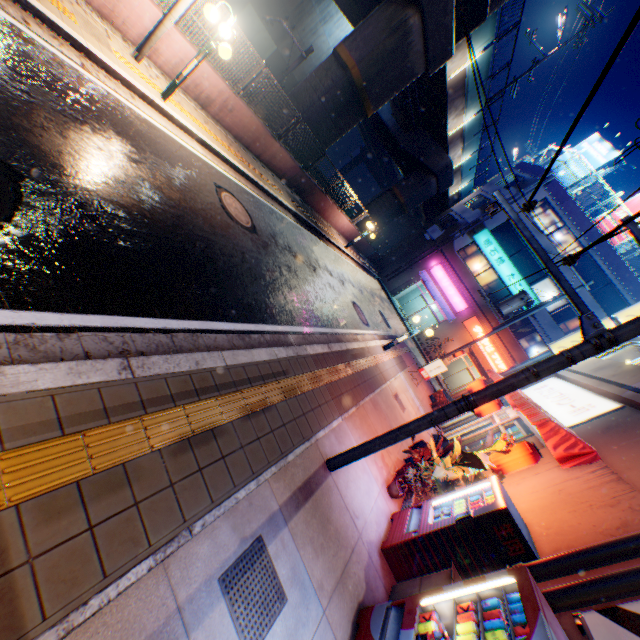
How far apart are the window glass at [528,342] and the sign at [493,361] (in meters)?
1.56

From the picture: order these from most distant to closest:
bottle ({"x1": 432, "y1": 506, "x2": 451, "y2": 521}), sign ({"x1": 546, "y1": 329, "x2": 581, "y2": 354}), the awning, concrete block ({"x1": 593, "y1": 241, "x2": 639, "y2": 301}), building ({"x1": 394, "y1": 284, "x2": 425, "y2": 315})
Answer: building ({"x1": 394, "y1": 284, "x2": 425, "y2": 315}) < concrete block ({"x1": 593, "y1": 241, "x2": 639, "y2": 301}) < sign ({"x1": 546, "y1": 329, "x2": 581, "y2": 354}) < the awning < bottle ({"x1": 432, "y1": 506, "x2": 451, "y2": 521})

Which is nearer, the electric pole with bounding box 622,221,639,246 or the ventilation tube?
the electric pole with bounding box 622,221,639,246

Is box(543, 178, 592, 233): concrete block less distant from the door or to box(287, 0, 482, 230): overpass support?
box(287, 0, 482, 230): overpass support

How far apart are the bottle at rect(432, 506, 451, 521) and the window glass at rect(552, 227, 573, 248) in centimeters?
2750cm

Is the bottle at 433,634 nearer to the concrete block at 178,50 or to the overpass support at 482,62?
the concrete block at 178,50

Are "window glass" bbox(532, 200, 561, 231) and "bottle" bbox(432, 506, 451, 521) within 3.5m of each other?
no

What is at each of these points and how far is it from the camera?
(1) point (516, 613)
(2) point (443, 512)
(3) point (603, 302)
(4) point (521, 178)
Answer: (1) metal can, 3.1m
(2) bottle, 5.5m
(3) building, 24.6m
(4) building, 27.3m
